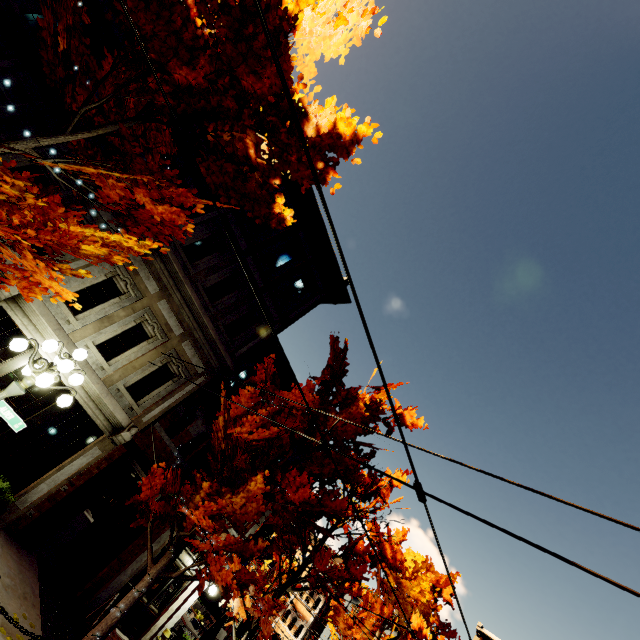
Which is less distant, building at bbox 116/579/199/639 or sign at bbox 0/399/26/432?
sign at bbox 0/399/26/432

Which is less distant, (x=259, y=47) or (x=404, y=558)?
(x=259, y=47)

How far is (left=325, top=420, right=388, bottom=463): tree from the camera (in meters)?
9.29

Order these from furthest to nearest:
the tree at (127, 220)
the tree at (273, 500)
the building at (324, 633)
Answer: the building at (324, 633) → the tree at (273, 500) → the tree at (127, 220)

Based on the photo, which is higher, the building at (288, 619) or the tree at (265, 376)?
the tree at (265, 376)

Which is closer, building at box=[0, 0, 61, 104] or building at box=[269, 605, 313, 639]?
building at box=[0, 0, 61, 104]

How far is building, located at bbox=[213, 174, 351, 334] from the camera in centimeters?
1270cm
